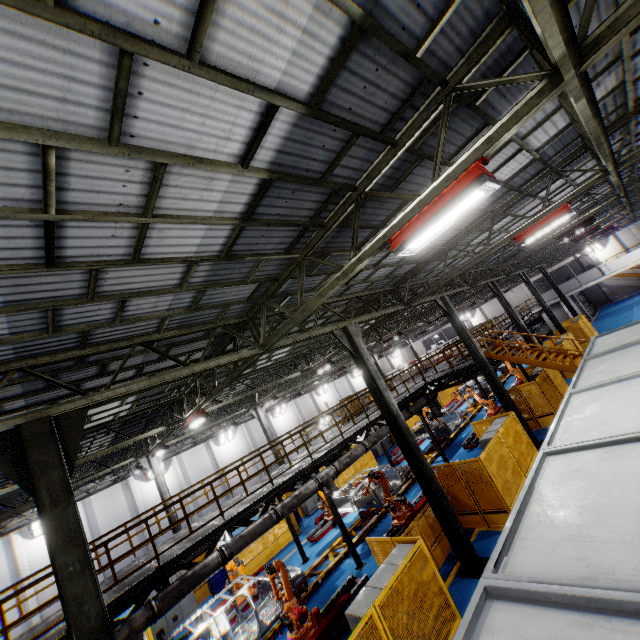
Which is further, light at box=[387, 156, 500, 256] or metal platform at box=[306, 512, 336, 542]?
metal platform at box=[306, 512, 336, 542]

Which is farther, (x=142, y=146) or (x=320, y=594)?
(x=320, y=594)

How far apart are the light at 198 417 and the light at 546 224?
12.8m

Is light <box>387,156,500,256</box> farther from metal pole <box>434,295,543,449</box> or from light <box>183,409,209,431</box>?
metal pole <box>434,295,543,449</box>

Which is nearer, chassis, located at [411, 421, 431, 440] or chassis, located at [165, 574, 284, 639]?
chassis, located at [165, 574, 284, 639]

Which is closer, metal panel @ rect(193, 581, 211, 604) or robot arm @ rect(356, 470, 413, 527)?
robot arm @ rect(356, 470, 413, 527)

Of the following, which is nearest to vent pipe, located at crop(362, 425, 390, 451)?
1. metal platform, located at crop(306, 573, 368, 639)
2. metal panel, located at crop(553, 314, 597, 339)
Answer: metal platform, located at crop(306, 573, 368, 639)

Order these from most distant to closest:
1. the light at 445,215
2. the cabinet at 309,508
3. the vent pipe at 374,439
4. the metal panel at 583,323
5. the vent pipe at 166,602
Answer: the metal panel at 583,323
the cabinet at 309,508
the vent pipe at 374,439
the vent pipe at 166,602
the light at 445,215
